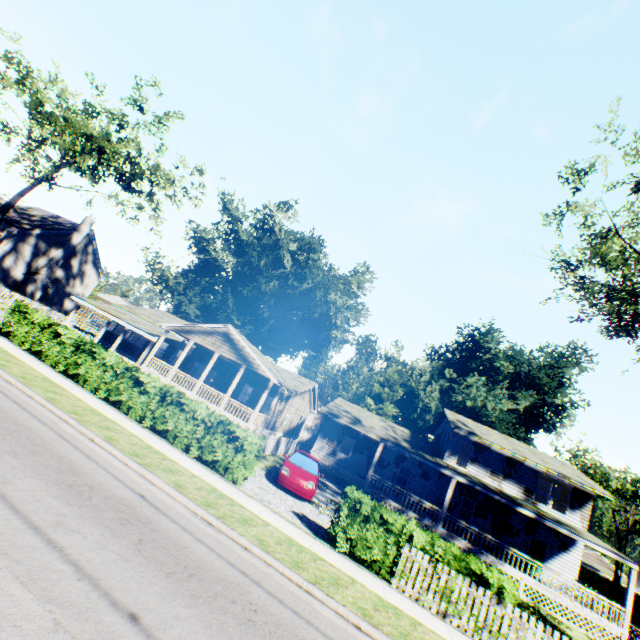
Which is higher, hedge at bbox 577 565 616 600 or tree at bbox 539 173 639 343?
tree at bbox 539 173 639 343

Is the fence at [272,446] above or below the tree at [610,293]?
below

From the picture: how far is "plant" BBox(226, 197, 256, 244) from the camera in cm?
5755

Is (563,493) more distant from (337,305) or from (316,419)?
(337,305)

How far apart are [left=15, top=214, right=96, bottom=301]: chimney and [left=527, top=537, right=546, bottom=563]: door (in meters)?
51.42

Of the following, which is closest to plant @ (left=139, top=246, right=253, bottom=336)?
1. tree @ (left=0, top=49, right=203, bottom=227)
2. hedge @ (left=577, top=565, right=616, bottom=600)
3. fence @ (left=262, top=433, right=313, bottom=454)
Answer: Result: fence @ (left=262, top=433, right=313, bottom=454)

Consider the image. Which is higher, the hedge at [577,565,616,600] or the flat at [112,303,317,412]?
the flat at [112,303,317,412]

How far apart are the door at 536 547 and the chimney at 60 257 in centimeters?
5142cm
